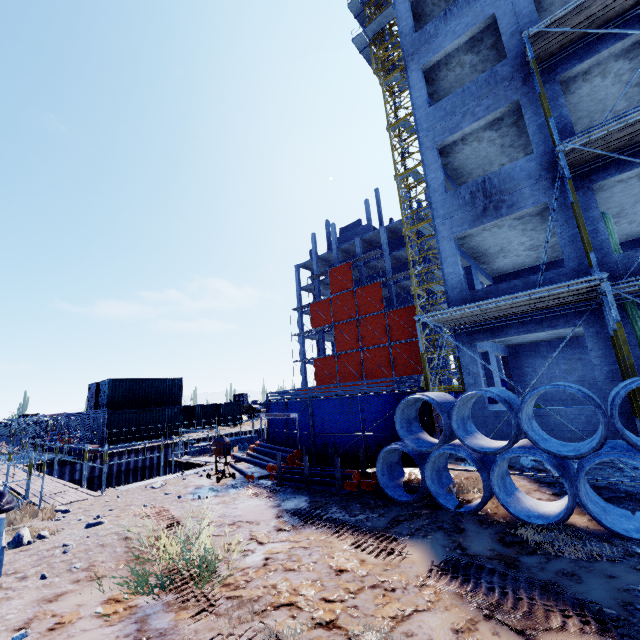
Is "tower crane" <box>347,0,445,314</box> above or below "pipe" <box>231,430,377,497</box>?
above

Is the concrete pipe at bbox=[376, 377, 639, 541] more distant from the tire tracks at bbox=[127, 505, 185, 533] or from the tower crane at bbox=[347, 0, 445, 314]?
the tower crane at bbox=[347, 0, 445, 314]

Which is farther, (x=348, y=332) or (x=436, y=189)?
(x=348, y=332)

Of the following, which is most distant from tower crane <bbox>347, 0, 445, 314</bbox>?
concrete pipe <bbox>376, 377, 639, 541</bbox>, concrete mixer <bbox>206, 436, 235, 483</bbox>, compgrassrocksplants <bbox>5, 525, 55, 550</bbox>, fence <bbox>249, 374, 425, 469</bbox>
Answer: compgrassrocksplants <bbox>5, 525, 55, 550</bbox>

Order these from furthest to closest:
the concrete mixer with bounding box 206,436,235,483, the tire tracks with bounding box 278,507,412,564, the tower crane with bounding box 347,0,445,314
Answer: the tower crane with bounding box 347,0,445,314, the concrete mixer with bounding box 206,436,235,483, the tire tracks with bounding box 278,507,412,564

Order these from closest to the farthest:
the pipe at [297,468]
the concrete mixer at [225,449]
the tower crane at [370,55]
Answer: the pipe at [297,468] < the concrete mixer at [225,449] < the tower crane at [370,55]

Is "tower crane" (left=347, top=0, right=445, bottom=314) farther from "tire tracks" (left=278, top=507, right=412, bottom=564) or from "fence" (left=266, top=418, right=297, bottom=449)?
"tire tracks" (left=278, top=507, right=412, bottom=564)

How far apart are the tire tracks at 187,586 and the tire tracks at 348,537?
1.8m
